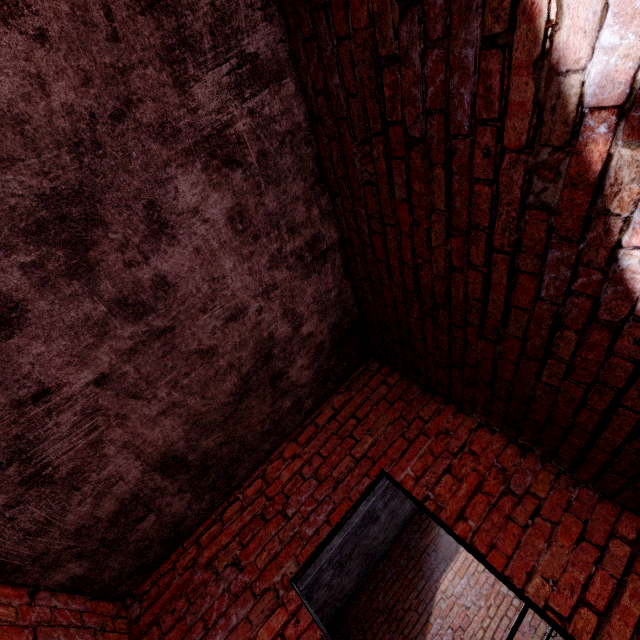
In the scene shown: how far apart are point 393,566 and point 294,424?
6.0 meters
